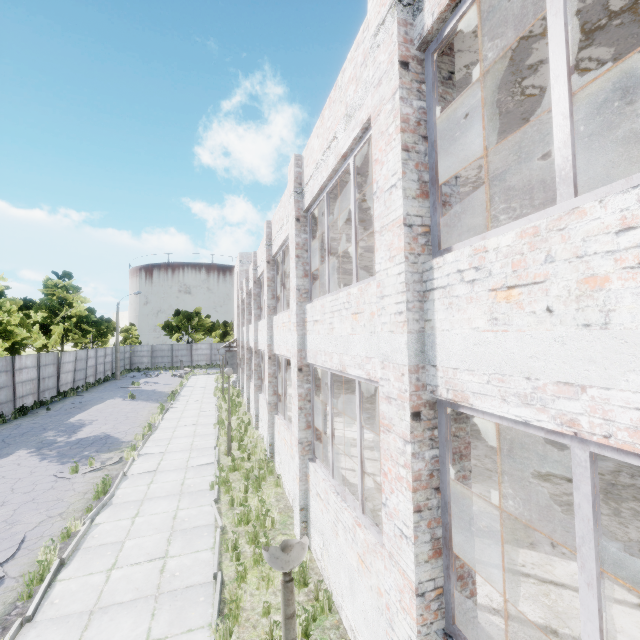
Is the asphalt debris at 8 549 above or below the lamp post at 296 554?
below

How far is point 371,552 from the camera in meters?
4.3 m

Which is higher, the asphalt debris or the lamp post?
the lamp post

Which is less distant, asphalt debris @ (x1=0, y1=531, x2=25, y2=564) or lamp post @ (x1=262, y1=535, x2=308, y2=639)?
lamp post @ (x1=262, y1=535, x2=308, y2=639)

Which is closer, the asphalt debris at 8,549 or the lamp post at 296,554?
the lamp post at 296,554
